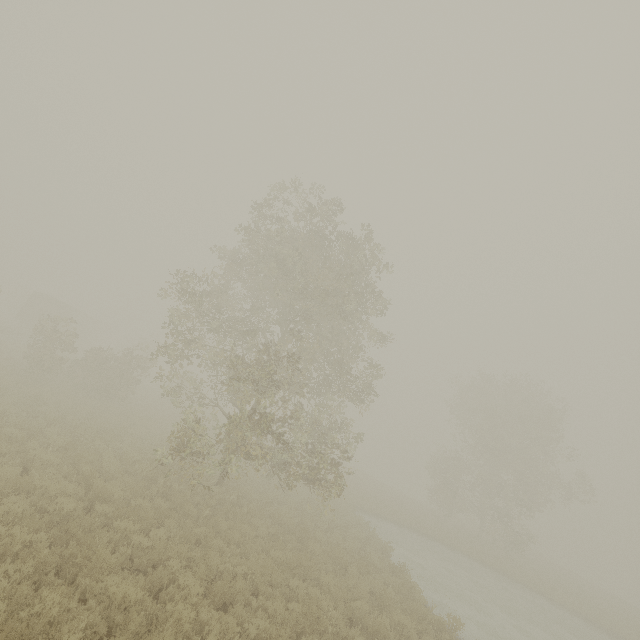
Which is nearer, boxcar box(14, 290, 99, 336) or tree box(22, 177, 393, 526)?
tree box(22, 177, 393, 526)

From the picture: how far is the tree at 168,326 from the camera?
12.1m

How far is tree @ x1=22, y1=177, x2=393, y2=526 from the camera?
12.14m

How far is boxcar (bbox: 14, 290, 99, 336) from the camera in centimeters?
3719cm

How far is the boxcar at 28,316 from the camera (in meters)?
37.19

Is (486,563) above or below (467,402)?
below
